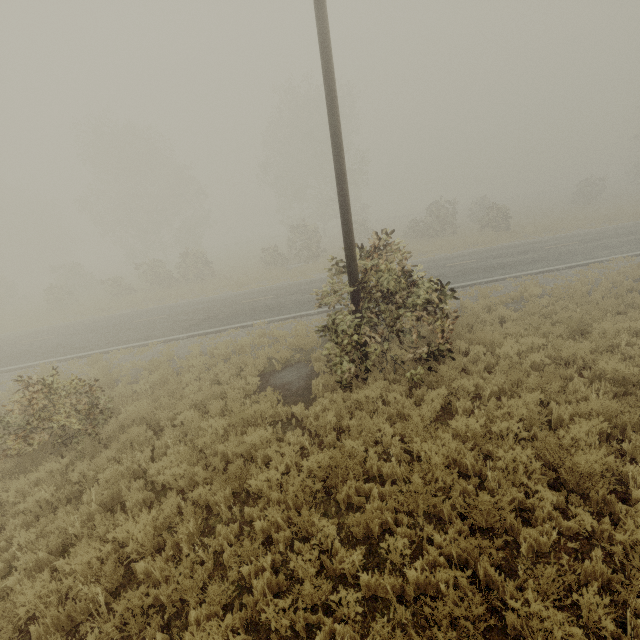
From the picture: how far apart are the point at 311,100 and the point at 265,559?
40.6m

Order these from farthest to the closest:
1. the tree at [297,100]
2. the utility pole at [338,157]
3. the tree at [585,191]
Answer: the tree at [585,191] → the tree at [297,100] → the utility pole at [338,157]

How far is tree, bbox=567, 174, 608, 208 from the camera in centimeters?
3328cm

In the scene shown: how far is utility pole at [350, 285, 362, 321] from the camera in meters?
7.7 m

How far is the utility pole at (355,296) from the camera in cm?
771

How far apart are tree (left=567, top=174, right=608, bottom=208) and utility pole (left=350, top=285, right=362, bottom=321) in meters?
39.1

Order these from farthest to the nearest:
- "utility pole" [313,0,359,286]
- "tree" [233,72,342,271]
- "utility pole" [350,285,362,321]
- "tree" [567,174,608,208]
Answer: "tree" [567,174,608,208] → "tree" [233,72,342,271] → "utility pole" [350,285,362,321] → "utility pole" [313,0,359,286]

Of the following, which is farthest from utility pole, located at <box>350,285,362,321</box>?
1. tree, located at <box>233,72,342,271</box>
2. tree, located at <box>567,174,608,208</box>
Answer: tree, located at <box>567,174,608,208</box>
